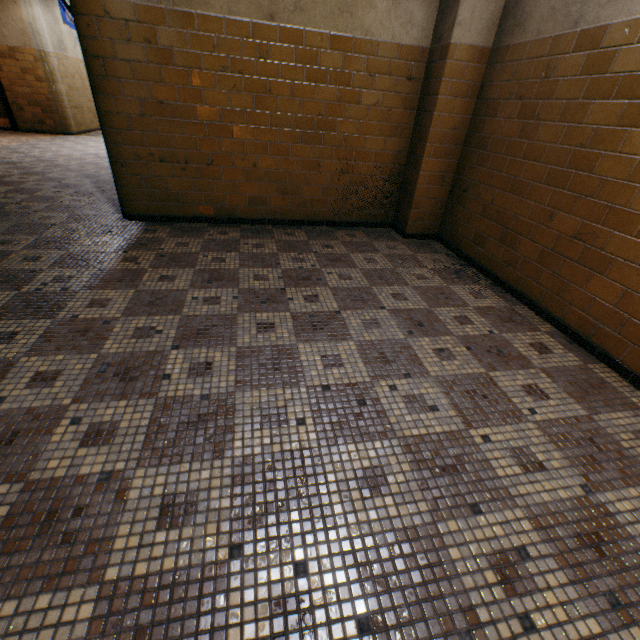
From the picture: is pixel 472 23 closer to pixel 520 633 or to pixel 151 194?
pixel 151 194

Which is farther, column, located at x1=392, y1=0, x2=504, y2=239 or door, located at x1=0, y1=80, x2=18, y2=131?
door, located at x1=0, y1=80, x2=18, y2=131

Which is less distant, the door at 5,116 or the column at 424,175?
the column at 424,175
